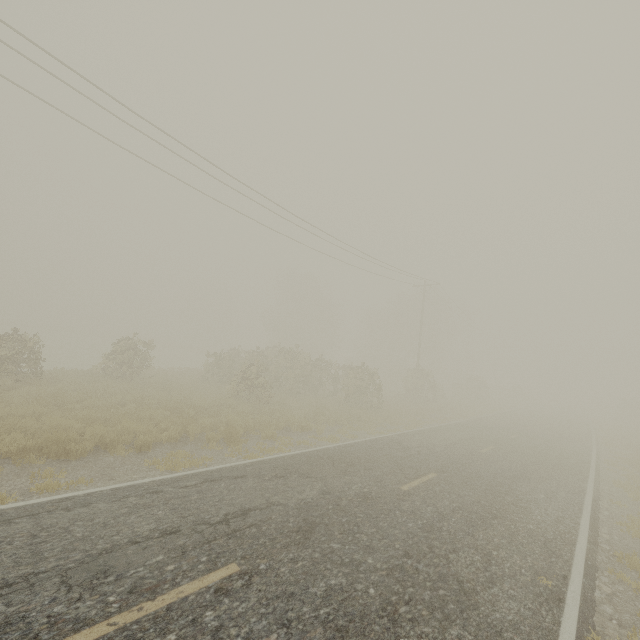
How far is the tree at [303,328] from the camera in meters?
21.7 m

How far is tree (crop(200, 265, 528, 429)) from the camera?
21.66m

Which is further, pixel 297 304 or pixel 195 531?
pixel 297 304

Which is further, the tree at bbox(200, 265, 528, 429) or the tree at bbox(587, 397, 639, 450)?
the tree at bbox(587, 397, 639, 450)

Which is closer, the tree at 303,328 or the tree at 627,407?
the tree at 303,328
